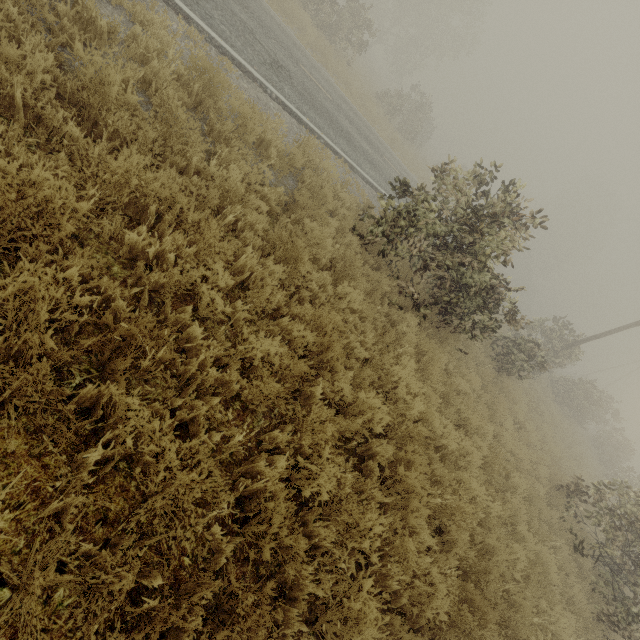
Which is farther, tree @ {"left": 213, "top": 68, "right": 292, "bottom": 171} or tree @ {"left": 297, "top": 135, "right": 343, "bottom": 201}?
tree @ {"left": 297, "top": 135, "right": 343, "bottom": 201}

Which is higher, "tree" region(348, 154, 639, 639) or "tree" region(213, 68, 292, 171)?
"tree" region(348, 154, 639, 639)

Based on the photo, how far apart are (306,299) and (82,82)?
3.7m

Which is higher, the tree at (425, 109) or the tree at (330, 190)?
the tree at (425, 109)

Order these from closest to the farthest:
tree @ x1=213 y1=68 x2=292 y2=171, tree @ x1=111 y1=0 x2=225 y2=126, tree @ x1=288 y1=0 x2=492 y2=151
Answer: tree @ x1=111 y1=0 x2=225 y2=126 → tree @ x1=213 y1=68 x2=292 y2=171 → tree @ x1=288 y1=0 x2=492 y2=151
